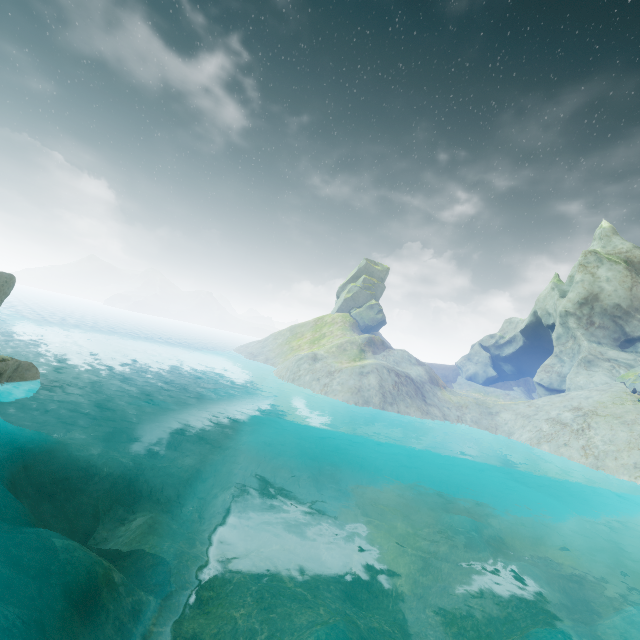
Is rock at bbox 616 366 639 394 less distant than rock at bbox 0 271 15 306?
No

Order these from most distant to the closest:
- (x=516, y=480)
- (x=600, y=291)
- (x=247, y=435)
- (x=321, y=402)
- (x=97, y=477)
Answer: (x=600, y=291) → (x=321, y=402) → (x=247, y=435) → (x=516, y=480) → (x=97, y=477)

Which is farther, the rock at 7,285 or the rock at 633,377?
the rock at 633,377

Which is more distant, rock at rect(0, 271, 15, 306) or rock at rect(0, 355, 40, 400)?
rock at rect(0, 271, 15, 306)

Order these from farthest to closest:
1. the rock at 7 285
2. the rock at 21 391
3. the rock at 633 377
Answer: the rock at 633 377, the rock at 7 285, the rock at 21 391

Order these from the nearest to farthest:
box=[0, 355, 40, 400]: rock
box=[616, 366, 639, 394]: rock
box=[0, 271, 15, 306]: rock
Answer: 1. box=[0, 355, 40, 400]: rock
2. box=[0, 271, 15, 306]: rock
3. box=[616, 366, 639, 394]: rock

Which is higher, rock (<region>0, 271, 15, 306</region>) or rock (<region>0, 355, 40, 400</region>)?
rock (<region>0, 271, 15, 306</region>)
